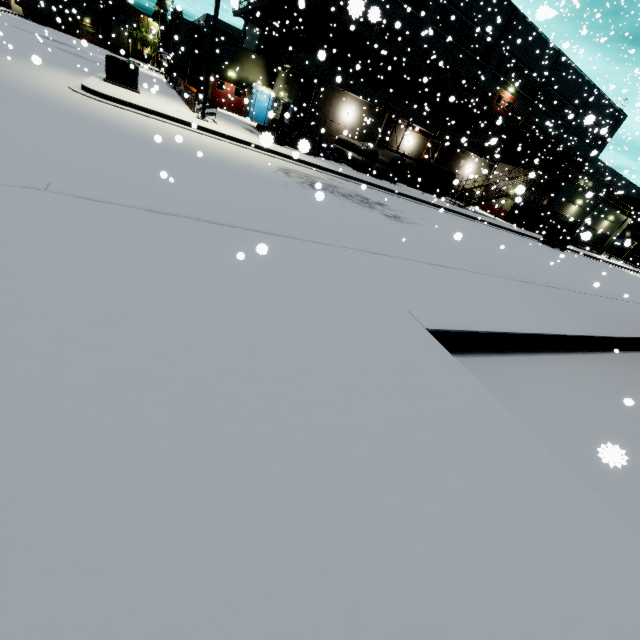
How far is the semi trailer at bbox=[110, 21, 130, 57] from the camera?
53.8 meters

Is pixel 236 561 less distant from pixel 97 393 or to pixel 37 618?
pixel 37 618

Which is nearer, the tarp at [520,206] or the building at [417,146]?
the tarp at [520,206]

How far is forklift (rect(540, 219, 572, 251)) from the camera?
26.4m

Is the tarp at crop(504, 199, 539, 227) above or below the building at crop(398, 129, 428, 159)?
below

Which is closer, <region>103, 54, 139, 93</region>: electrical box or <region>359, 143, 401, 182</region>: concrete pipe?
<region>103, 54, 139, 93</region>: electrical box

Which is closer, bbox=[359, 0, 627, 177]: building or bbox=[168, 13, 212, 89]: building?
bbox=[359, 0, 627, 177]: building

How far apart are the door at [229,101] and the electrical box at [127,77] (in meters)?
14.19
